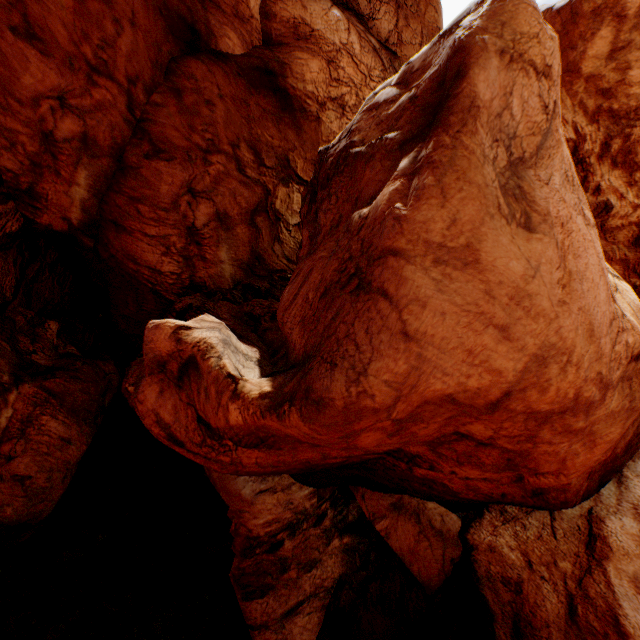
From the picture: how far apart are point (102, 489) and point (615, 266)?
26.7m
